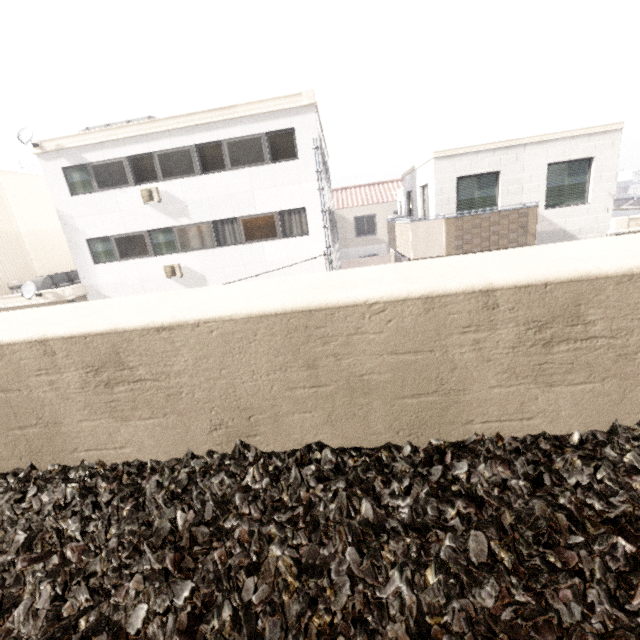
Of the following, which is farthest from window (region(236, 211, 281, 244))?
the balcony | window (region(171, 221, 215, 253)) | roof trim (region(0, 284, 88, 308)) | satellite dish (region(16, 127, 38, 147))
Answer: satellite dish (region(16, 127, 38, 147))

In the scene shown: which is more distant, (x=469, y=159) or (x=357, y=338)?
(x=469, y=159)

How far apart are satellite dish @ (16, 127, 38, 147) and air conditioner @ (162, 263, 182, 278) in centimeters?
689cm

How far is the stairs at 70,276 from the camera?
15.0 meters

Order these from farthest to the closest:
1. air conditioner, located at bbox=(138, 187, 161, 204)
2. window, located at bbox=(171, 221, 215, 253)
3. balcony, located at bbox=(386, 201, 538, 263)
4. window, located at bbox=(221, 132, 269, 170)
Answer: window, located at bbox=(171, 221, 215, 253)
air conditioner, located at bbox=(138, 187, 161, 204)
window, located at bbox=(221, 132, 269, 170)
balcony, located at bbox=(386, 201, 538, 263)

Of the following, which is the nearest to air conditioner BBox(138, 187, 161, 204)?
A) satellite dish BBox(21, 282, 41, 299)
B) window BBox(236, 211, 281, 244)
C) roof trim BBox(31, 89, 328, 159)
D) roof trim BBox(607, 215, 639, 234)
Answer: roof trim BBox(31, 89, 328, 159)

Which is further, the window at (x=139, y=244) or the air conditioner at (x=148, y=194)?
the window at (x=139, y=244)

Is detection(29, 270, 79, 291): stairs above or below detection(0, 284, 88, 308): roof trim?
above
